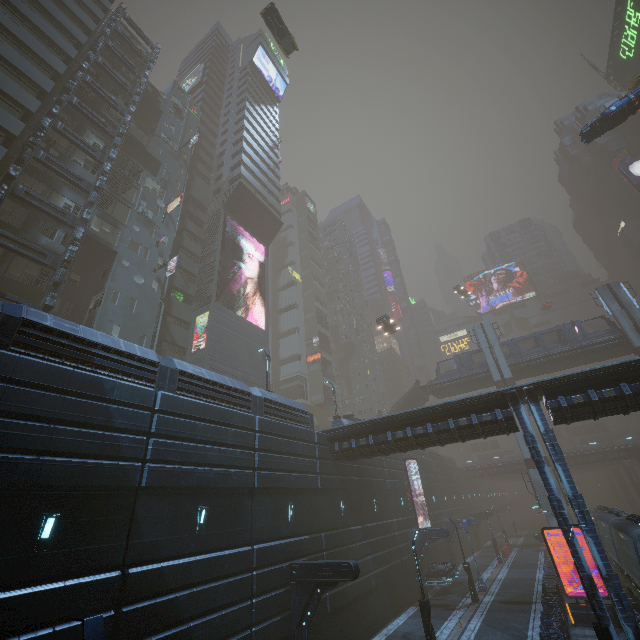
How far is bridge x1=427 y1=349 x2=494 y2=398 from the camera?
42.6 meters

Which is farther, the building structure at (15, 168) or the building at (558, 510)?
the building structure at (15, 168)

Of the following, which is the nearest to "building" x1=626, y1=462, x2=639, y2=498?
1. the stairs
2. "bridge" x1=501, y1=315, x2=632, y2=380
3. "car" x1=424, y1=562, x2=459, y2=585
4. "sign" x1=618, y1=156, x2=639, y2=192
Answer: Result: "sign" x1=618, y1=156, x2=639, y2=192

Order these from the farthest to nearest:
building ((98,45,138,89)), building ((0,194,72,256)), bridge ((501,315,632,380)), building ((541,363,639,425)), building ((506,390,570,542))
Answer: bridge ((501,315,632,380)), building ((98,45,138,89)), building ((0,194,72,256)), building ((541,363,639,425)), building ((506,390,570,542))

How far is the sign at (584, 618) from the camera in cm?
1855

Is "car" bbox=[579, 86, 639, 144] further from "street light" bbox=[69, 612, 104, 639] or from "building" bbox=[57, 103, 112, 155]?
"street light" bbox=[69, 612, 104, 639]

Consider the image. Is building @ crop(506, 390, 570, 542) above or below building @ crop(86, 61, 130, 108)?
below

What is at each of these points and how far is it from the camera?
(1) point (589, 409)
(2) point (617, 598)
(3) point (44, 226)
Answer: (1) building, 16.5m
(2) building, 13.4m
(3) building, 23.9m
